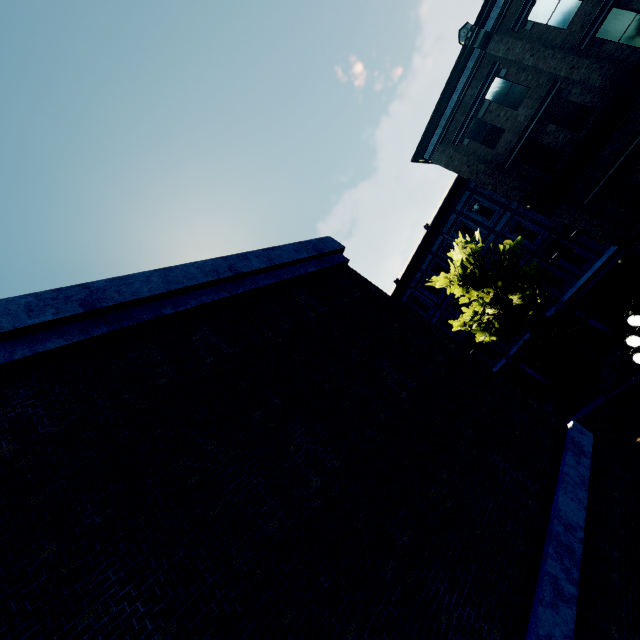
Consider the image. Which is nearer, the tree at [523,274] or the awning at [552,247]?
the tree at [523,274]

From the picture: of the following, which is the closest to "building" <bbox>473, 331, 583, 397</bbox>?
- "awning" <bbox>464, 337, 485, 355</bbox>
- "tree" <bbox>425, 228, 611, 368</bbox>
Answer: "awning" <bbox>464, 337, 485, 355</bbox>

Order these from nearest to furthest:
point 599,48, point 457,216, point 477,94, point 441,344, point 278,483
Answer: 1. point 278,483
2. point 441,344
3. point 599,48
4. point 477,94
5. point 457,216

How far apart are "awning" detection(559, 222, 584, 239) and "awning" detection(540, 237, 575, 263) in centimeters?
48cm

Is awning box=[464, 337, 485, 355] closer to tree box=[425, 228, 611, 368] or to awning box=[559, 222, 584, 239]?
tree box=[425, 228, 611, 368]

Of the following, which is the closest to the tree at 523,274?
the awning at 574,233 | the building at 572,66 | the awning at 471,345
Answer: the building at 572,66

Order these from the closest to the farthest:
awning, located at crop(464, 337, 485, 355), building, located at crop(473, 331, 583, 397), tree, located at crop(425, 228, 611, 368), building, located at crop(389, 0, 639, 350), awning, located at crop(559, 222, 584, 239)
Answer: building, located at crop(389, 0, 639, 350)
tree, located at crop(425, 228, 611, 368)
awning, located at crop(559, 222, 584, 239)
building, located at crop(473, 331, 583, 397)
awning, located at crop(464, 337, 485, 355)

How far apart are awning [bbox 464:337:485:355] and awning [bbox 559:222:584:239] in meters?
8.8
